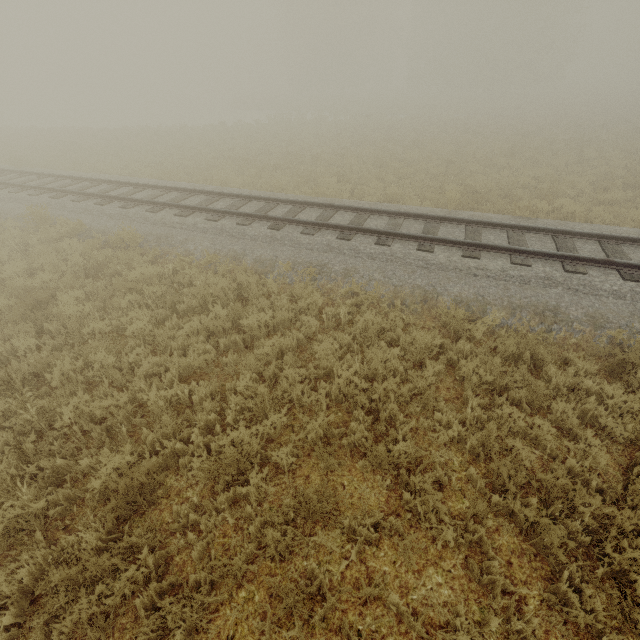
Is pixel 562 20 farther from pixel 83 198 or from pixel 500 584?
pixel 500 584
